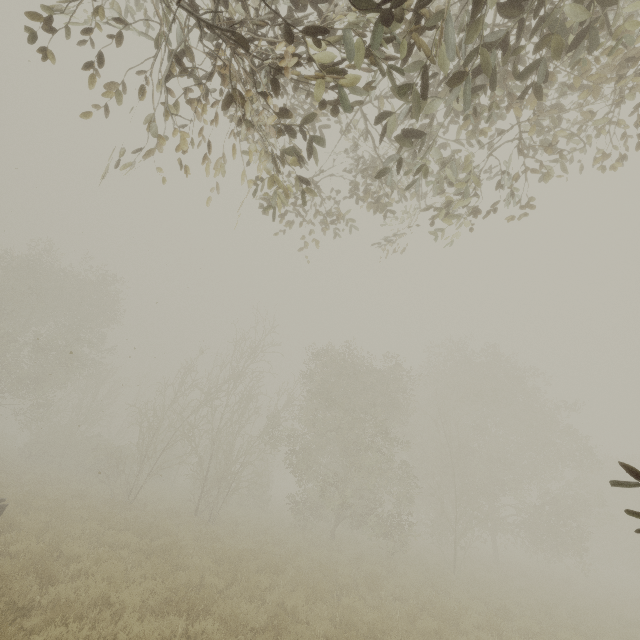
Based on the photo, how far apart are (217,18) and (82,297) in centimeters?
2960cm
